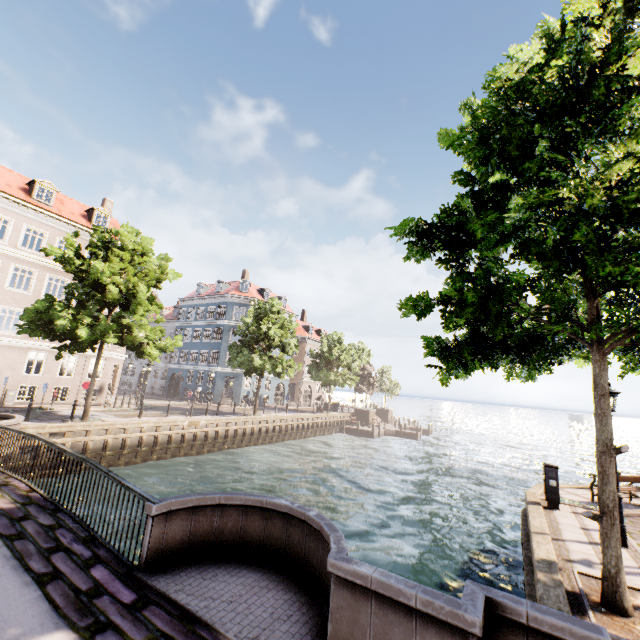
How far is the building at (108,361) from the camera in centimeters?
2664cm

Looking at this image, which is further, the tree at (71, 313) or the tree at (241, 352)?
the tree at (241, 352)

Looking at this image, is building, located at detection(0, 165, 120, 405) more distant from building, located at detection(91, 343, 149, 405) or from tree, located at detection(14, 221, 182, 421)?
building, located at detection(91, 343, 149, 405)

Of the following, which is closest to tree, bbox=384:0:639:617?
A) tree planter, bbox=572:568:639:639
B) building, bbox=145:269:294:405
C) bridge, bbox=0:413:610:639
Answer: tree planter, bbox=572:568:639:639

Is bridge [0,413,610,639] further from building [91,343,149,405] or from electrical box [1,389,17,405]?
electrical box [1,389,17,405]

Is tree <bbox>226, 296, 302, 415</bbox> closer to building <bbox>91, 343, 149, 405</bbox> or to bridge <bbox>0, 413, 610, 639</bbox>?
bridge <bbox>0, 413, 610, 639</bbox>

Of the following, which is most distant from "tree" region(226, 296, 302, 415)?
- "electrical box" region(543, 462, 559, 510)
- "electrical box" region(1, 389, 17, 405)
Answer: "electrical box" region(1, 389, 17, 405)

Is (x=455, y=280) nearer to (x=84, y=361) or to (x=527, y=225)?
(x=527, y=225)
